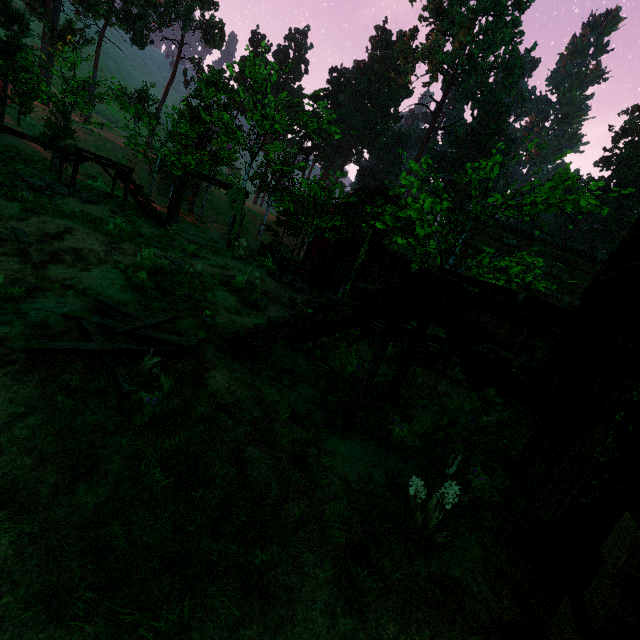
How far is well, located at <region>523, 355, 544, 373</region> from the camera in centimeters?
1371cm

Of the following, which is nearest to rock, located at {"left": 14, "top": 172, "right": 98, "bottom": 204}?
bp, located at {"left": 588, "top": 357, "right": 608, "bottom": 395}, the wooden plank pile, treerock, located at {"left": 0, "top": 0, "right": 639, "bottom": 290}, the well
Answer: treerock, located at {"left": 0, "top": 0, "right": 639, "bottom": 290}

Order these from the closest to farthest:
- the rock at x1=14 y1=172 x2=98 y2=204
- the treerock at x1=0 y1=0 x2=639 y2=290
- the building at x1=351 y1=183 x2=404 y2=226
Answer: the treerock at x1=0 y1=0 x2=639 y2=290 < the rock at x1=14 y1=172 x2=98 y2=204 < the building at x1=351 y1=183 x2=404 y2=226

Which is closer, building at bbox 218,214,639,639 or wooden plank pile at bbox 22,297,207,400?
building at bbox 218,214,639,639

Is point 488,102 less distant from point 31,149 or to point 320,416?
point 31,149

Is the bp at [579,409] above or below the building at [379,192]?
below

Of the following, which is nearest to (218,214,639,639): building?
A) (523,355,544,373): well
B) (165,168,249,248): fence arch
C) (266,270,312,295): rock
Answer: (165,168,249,248): fence arch

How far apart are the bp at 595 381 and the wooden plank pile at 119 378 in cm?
584
